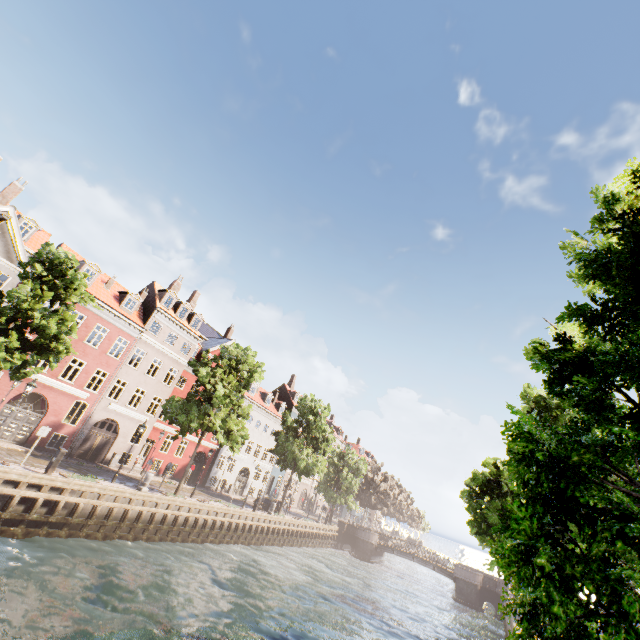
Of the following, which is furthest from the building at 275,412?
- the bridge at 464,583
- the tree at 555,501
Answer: the bridge at 464,583

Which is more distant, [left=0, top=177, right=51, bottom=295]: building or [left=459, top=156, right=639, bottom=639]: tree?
[left=0, top=177, right=51, bottom=295]: building

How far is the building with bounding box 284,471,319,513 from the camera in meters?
51.7 m

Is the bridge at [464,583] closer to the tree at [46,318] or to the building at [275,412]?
the tree at [46,318]

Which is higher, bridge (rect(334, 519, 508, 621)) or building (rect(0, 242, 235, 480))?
building (rect(0, 242, 235, 480))

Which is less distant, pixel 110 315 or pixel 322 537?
pixel 110 315

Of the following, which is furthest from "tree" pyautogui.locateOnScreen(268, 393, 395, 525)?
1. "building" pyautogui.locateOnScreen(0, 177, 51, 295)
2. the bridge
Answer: "building" pyautogui.locateOnScreen(0, 177, 51, 295)
